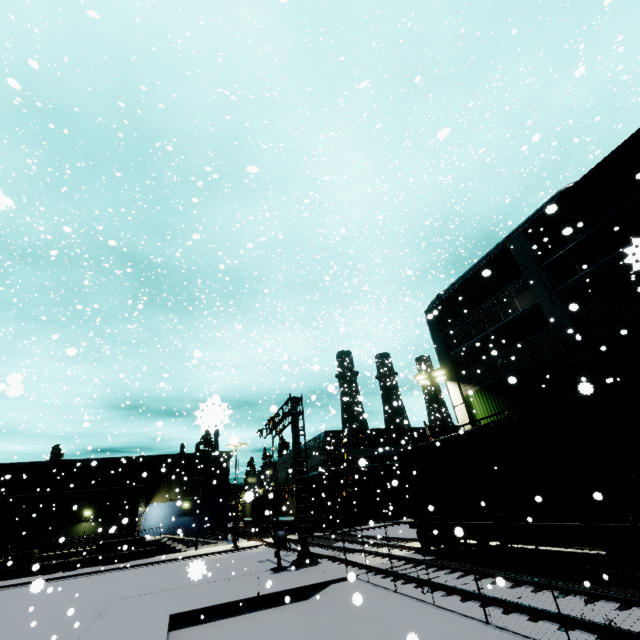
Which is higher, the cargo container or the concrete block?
the cargo container

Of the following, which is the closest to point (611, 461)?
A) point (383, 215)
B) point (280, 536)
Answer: point (280, 536)

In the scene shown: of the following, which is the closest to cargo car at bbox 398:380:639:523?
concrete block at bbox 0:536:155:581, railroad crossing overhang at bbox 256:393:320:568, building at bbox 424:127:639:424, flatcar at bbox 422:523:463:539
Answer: flatcar at bbox 422:523:463:539

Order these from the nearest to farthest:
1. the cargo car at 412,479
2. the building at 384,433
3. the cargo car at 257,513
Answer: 1. the cargo car at 412,479
2. the building at 384,433
3. the cargo car at 257,513

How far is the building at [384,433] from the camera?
40.8m

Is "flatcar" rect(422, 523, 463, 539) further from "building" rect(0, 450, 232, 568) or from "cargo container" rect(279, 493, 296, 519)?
"cargo container" rect(279, 493, 296, 519)

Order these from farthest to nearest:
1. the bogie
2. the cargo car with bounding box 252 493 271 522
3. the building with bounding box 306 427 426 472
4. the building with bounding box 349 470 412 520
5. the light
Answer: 1. the cargo car with bounding box 252 493 271 522
2. the building with bounding box 306 427 426 472
3. the building with bounding box 349 470 412 520
4. the light
5. the bogie

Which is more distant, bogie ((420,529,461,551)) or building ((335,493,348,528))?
building ((335,493,348,528))
